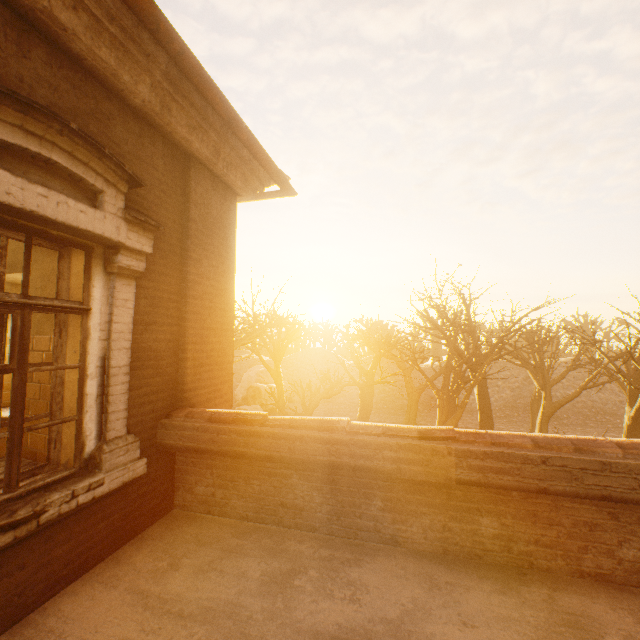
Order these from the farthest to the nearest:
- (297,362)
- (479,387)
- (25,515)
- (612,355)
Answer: (297,362) < (612,355) < (479,387) < (25,515)

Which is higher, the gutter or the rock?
the gutter

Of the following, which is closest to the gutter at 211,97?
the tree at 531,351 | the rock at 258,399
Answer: the tree at 531,351

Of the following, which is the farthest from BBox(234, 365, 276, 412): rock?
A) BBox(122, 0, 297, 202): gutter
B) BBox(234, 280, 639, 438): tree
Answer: BBox(122, 0, 297, 202): gutter

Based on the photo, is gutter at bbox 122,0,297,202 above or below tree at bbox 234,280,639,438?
above

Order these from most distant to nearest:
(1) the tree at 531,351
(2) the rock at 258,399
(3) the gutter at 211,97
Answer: (2) the rock at 258,399 → (1) the tree at 531,351 → (3) the gutter at 211,97

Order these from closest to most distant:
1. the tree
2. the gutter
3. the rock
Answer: the gutter → the tree → the rock
